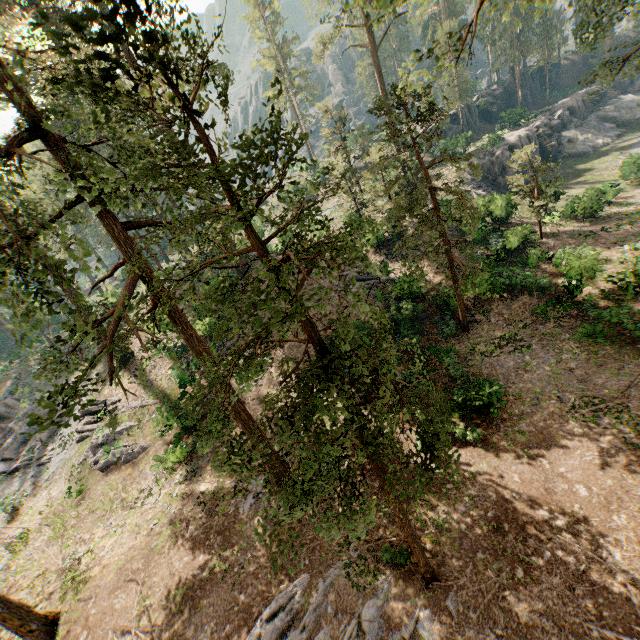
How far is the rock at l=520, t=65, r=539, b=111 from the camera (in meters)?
58.06

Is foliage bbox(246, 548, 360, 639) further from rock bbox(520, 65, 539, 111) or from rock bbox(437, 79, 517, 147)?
rock bbox(437, 79, 517, 147)

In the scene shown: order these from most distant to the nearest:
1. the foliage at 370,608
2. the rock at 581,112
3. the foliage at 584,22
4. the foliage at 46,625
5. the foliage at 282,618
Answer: the rock at 581,112 < the foliage at 584,22 < the foliage at 46,625 < the foliage at 282,618 < the foliage at 370,608

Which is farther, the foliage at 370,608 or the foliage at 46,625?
the foliage at 46,625

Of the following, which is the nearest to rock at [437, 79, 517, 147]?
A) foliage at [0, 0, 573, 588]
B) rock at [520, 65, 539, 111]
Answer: foliage at [0, 0, 573, 588]

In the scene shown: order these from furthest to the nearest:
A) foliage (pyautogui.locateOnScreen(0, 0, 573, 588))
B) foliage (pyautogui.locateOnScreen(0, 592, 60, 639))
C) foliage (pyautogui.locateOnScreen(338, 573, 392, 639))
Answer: foliage (pyautogui.locateOnScreen(0, 592, 60, 639)) → foliage (pyautogui.locateOnScreen(338, 573, 392, 639)) → foliage (pyautogui.locateOnScreen(0, 0, 573, 588))

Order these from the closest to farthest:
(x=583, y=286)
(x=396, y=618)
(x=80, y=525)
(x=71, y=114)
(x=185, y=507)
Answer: (x=71, y=114) < (x=396, y=618) < (x=185, y=507) < (x=583, y=286) < (x=80, y=525)

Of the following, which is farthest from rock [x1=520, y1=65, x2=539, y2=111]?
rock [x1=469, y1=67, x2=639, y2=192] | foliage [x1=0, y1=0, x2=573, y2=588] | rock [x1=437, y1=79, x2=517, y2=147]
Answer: rock [x1=469, y1=67, x2=639, y2=192]
